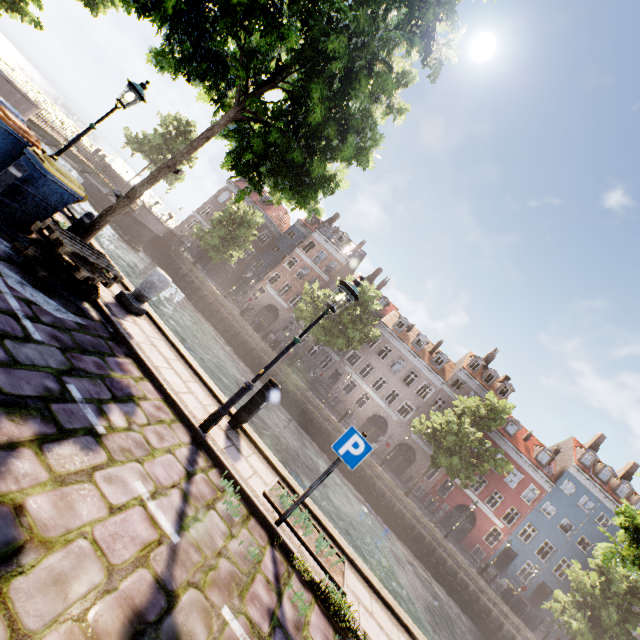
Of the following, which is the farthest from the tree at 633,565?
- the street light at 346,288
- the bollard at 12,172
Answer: the street light at 346,288

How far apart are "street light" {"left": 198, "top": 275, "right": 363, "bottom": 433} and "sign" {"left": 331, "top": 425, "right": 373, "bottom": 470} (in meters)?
1.63

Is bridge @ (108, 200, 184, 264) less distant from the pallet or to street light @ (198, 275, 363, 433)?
the pallet

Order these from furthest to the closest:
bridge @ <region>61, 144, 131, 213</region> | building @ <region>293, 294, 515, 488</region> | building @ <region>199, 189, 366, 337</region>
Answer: building @ <region>199, 189, 366, 337</region>, building @ <region>293, 294, 515, 488</region>, bridge @ <region>61, 144, 131, 213</region>

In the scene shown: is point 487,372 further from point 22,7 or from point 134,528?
point 22,7

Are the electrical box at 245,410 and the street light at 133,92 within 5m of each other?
no

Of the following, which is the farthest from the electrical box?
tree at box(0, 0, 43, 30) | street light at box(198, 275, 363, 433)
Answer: tree at box(0, 0, 43, 30)

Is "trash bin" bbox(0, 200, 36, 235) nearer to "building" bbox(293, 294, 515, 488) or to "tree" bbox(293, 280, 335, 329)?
"tree" bbox(293, 280, 335, 329)
